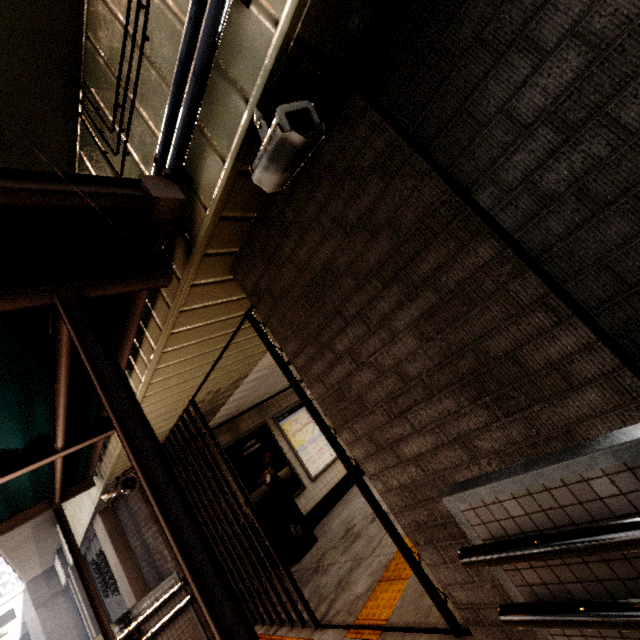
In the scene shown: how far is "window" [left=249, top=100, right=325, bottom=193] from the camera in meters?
1.2 m

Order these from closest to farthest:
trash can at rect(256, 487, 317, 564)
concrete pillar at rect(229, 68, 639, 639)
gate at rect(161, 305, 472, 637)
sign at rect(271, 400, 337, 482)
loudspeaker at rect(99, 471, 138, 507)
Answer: concrete pillar at rect(229, 68, 639, 639) → gate at rect(161, 305, 472, 637) → loudspeaker at rect(99, 471, 138, 507) → trash can at rect(256, 487, 317, 564) → sign at rect(271, 400, 337, 482)

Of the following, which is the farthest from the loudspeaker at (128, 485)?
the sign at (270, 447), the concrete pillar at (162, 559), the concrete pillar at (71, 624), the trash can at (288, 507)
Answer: the concrete pillar at (71, 624)

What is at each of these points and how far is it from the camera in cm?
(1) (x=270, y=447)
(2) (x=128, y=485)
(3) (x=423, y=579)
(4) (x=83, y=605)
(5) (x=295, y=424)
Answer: (1) sign, 745
(2) loudspeaker, 518
(3) gate, 240
(4) concrete pillar, 1659
(5) sign, 816

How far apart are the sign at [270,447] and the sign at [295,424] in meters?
0.2 m

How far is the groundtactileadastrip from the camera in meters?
3.1

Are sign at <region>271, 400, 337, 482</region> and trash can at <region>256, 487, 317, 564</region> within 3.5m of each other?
yes

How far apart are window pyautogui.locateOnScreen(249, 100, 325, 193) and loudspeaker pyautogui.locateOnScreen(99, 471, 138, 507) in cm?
555
